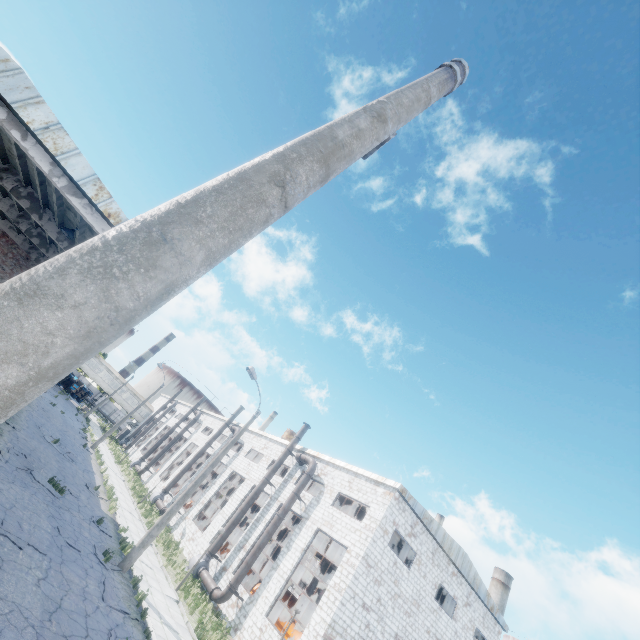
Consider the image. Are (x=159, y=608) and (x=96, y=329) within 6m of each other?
no

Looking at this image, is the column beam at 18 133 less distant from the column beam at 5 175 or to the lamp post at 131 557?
the column beam at 5 175

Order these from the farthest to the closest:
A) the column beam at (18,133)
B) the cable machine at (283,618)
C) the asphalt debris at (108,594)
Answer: the cable machine at (283,618)
the asphalt debris at (108,594)
the column beam at (18,133)

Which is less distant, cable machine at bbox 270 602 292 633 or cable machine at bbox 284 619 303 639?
cable machine at bbox 284 619 303 639

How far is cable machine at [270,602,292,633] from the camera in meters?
19.5 m

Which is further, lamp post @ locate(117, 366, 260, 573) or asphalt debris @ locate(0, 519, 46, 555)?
lamp post @ locate(117, 366, 260, 573)

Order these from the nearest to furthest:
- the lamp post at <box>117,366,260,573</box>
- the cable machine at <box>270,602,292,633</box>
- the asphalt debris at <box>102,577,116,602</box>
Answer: the asphalt debris at <box>102,577,116,602</box> < the lamp post at <box>117,366,260,573</box> < the cable machine at <box>270,602,292,633</box>

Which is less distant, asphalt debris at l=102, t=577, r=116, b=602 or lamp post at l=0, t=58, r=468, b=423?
lamp post at l=0, t=58, r=468, b=423
